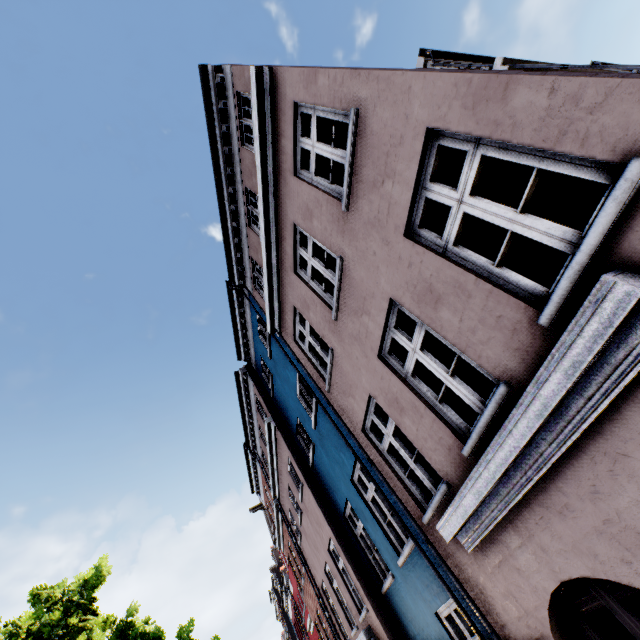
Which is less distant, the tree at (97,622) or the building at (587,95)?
the building at (587,95)

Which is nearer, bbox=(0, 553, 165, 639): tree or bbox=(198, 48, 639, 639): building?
bbox=(198, 48, 639, 639): building

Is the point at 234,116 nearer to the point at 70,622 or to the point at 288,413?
the point at 288,413
